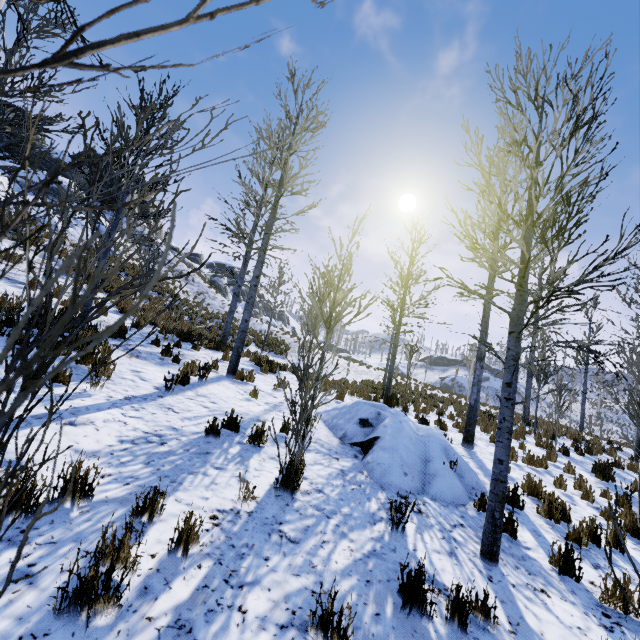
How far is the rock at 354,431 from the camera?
5.2 meters

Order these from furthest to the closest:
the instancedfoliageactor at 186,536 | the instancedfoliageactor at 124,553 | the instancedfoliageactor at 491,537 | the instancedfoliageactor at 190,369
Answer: the instancedfoliageactor at 190,369
the instancedfoliageactor at 491,537
the instancedfoliageactor at 186,536
the instancedfoliageactor at 124,553

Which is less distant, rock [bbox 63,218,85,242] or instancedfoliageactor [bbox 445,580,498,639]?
instancedfoliageactor [bbox 445,580,498,639]

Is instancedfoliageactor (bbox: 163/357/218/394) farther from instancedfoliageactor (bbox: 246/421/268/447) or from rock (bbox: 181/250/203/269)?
rock (bbox: 181/250/203/269)

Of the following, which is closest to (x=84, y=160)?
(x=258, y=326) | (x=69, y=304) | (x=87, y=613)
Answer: (x=69, y=304)

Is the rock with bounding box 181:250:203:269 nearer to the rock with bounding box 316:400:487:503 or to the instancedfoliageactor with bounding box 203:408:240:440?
the instancedfoliageactor with bounding box 203:408:240:440

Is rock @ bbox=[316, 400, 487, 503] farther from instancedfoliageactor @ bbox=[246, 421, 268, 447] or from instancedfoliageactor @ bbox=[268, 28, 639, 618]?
instancedfoliageactor @ bbox=[246, 421, 268, 447]

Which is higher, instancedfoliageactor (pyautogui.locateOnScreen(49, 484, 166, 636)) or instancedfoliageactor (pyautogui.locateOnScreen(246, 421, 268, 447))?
instancedfoliageactor (pyautogui.locateOnScreen(246, 421, 268, 447))
